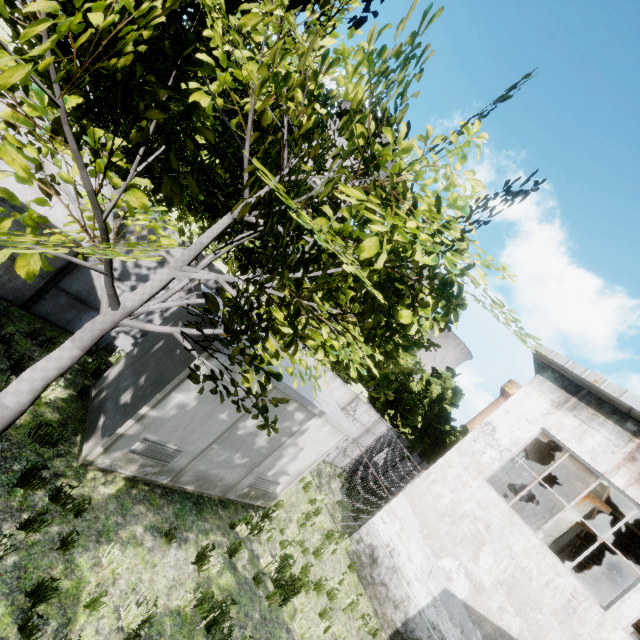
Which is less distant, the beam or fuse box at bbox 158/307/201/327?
fuse box at bbox 158/307/201/327

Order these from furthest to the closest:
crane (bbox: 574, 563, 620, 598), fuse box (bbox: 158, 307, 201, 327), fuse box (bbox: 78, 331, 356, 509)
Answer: crane (bbox: 574, 563, 620, 598)
fuse box (bbox: 158, 307, 201, 327)
fuse box (bbox: 78, 331, 356, 509)

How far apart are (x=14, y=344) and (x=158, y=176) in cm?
558

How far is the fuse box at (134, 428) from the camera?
5.84m

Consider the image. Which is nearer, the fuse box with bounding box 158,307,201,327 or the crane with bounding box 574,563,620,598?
the fuse box with bounding box 158,307,201,327

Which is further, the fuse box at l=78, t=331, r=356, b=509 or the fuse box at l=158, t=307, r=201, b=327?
the fuse box at l=158, t=307, r=201, b=327

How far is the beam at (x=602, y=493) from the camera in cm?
1038

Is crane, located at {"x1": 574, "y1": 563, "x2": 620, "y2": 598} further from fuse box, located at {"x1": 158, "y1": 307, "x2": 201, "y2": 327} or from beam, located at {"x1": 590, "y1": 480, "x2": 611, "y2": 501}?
fuse box, located at {"x1": 158, "y1": 307, "x2": 201, "y2": 327}
